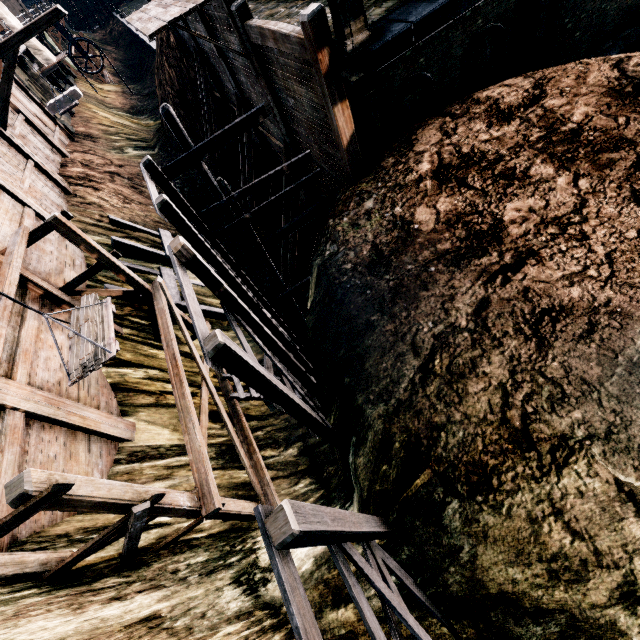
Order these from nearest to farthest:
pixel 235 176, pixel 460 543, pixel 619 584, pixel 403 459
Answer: pixel 619 584, pixel 460 543, pixel 403 459, pixel 235 176

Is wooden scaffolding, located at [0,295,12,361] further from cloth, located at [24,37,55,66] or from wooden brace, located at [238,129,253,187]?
cloth, located at [24,37,55,66]

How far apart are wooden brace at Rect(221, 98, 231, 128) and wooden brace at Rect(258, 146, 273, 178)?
4.4m

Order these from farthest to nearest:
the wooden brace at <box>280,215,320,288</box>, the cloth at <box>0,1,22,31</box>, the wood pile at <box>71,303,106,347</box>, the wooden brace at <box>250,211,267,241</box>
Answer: the wooden brace at <box>250,211,267,241</box>
the cloth at <box>0,1,22,31</box>
the wooden brace at <box>280,215,320,288</box>
the wood pile at <box>71,303,106,347</box>

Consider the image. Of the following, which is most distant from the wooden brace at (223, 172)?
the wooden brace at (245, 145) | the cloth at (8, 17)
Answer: the cloth at (8, 17)

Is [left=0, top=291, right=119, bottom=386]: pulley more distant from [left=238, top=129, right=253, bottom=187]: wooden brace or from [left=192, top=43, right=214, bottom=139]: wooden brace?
[left=192, top=43, right=214, bottom=139]: wooden brace

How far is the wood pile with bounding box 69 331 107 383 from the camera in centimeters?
691cm

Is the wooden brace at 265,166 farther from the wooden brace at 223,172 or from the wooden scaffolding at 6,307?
the wooden scaffolding at 6,307
